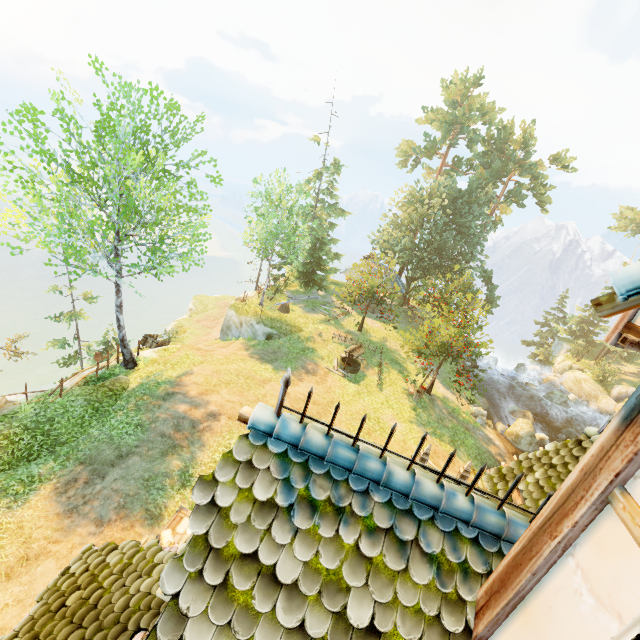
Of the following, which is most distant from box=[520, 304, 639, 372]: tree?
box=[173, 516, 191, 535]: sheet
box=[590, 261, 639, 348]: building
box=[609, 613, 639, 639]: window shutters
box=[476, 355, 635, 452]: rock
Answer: box=[173, 516, 191, 535]: sheet

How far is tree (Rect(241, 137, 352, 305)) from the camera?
23.48m

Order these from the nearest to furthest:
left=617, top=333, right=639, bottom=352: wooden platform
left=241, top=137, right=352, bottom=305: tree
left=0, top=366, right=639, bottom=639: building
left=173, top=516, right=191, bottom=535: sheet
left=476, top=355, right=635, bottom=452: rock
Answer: left=0, top=366, right=639, bottom=639: building → left=617, top=333, right=639, bottom=352: wooden platform → left=173, top=516, right=191, bottom=535: sheet → left=476, top=355, right=635, bottom=452: rock → left=241, top=137, right=352, bottom=305: tree

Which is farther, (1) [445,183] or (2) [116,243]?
(1) [445,183]

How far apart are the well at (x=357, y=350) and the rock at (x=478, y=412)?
8.33m

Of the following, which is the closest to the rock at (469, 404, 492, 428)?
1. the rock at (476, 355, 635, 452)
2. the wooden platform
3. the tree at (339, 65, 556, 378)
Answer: the tree at (339, 65, 556, 378)

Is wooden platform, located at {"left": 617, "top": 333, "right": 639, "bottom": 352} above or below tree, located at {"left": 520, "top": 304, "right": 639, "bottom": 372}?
above

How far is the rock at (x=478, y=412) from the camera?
22.02m
